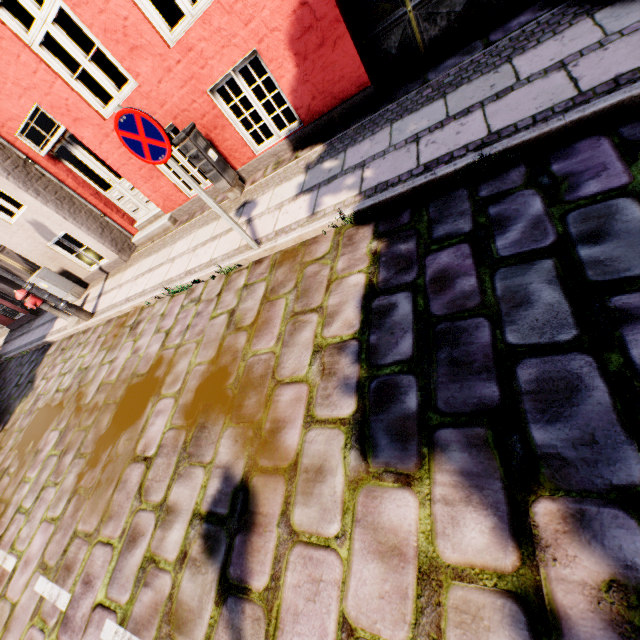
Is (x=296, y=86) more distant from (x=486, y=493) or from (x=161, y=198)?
(x=486, y=493)

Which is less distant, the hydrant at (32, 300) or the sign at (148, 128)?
the sign at (148, 128)

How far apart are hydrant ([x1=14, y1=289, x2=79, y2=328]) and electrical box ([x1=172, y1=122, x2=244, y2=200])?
4.9 meters

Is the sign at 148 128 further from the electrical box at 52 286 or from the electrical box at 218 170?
the electrical box at 52 286

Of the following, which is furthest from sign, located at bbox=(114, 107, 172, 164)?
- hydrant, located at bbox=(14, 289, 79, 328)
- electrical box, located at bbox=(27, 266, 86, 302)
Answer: electrical box, located at bbox=(27, 266, 86, 302)

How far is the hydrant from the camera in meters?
6.9 m

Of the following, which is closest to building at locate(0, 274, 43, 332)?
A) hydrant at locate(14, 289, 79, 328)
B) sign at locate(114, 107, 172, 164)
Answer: hydrant at locate(14, 289, 79, 328)

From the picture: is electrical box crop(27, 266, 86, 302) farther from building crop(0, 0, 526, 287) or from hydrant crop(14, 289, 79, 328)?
hydrant crop(14, 289, 79, 328)
